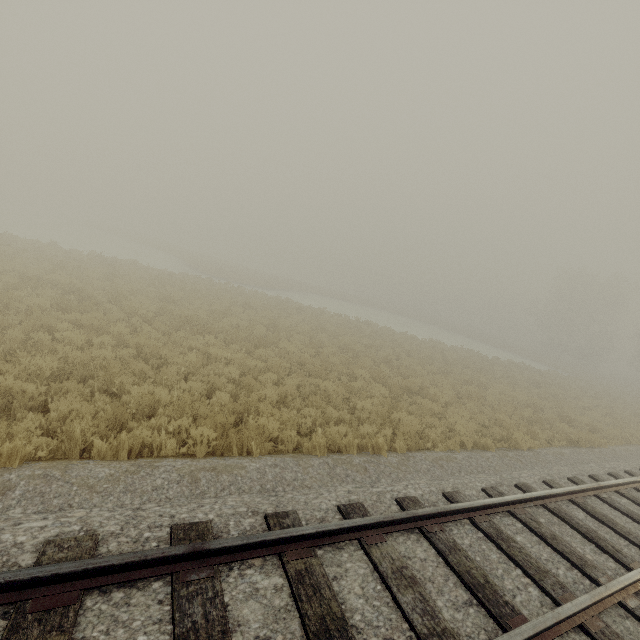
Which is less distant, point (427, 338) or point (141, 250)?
point (427, 338)
